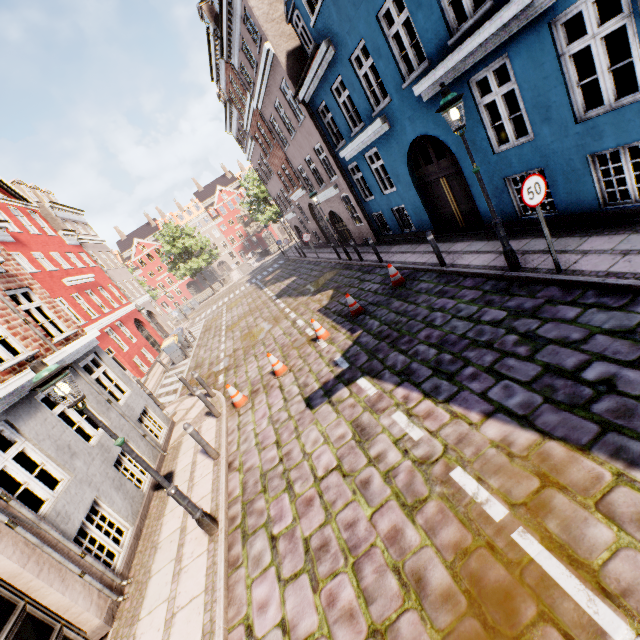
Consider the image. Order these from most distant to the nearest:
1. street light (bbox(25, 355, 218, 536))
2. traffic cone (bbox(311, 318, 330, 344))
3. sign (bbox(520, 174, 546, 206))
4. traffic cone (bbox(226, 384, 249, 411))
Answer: traffic cone (bbox(311, 318, 330, 344)), traffic cone (bbox(226, 384, 249, 411)), sign (bbox(520, 174, 546, 206)), street light (bbox(25, 355, 218, 536))

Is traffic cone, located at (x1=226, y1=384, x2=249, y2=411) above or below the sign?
below

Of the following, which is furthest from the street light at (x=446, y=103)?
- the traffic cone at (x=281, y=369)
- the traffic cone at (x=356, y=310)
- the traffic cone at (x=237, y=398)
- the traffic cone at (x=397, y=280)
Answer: the traffic cone at (x=237, y=398)

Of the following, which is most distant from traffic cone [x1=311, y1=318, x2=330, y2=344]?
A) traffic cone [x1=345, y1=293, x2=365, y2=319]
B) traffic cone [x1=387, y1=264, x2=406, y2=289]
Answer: traffic cone [x1=387, y1=264, x2=406, y2=289]

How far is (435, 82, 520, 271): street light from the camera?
5.7m

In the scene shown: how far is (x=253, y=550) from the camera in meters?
4.8 m

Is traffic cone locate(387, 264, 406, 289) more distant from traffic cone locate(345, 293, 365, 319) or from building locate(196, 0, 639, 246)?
building locate(196, 0, 639, 246)

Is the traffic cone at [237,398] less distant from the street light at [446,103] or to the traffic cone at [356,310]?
the traffic cone at [356,310]
